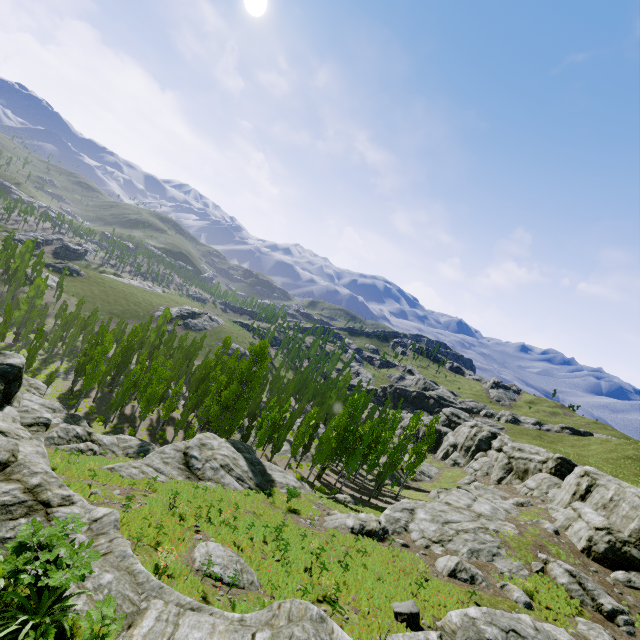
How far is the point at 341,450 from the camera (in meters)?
44.12

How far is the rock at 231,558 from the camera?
13.36m

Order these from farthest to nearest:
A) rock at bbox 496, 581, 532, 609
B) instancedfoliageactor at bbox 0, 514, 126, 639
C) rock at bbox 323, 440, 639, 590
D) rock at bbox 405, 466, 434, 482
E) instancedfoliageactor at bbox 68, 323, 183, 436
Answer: rock at bbox 405, 466, 434, 482
instancedfoliageactor at bbox 68, 323, 183, 436
rock at bbox 323, 440, 639, 590
rock at bbox 496, 581, 532, 609
instancedfoliageactor at bbox 0, 514, 126, 639

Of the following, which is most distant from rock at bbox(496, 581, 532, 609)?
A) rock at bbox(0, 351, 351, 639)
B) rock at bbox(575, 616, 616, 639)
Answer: rock at bbox(575, 616, 616, 639)

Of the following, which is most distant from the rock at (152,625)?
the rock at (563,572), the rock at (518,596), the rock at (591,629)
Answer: the rock at (563,572)

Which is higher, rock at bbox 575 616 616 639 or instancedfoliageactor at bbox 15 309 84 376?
rock at bbox 575 616 616 639

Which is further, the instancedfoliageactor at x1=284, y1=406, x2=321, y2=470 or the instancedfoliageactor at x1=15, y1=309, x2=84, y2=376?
the instancedfoliageactor at x1=284, y1=406, x2=321, y2=470

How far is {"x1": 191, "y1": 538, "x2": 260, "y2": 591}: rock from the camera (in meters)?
13.36
